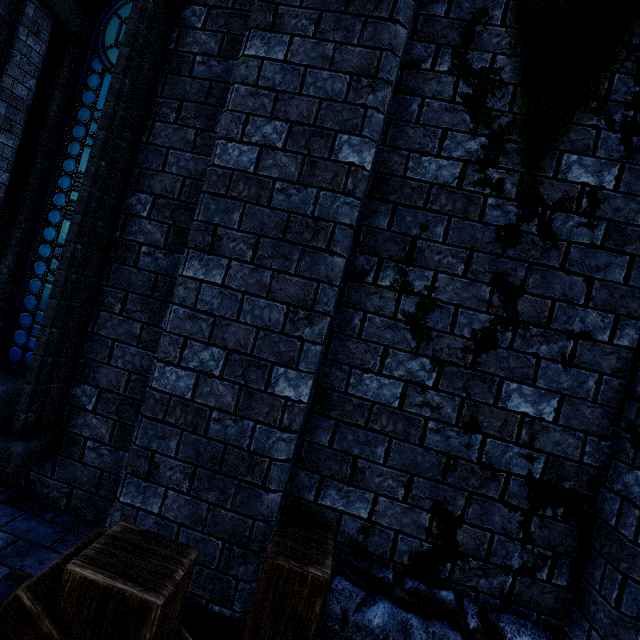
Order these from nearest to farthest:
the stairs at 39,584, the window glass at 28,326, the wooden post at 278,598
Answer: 1. the stairs at 39,584
2. the wooden post at 278,598
3. the window glass at 28,326

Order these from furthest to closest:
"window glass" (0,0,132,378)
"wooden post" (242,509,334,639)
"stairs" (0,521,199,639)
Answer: "window glass" (0,0,132,378) < "wooden post" (242,509,334,639) < "stairs" (0,521,199,639)

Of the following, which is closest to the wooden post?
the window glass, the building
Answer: the building

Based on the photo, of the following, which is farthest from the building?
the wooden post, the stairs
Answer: the stairs

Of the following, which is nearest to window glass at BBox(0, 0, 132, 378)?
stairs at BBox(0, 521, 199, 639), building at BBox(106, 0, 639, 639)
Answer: Result: building at BBox(106, 0, 639, 639)

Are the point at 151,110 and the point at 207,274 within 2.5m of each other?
yes

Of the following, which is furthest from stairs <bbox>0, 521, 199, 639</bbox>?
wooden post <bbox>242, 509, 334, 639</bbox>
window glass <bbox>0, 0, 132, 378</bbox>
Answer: window glass <bbox>0, 0, 132, 378</bbox>

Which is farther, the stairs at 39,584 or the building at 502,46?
the building at 502,46
